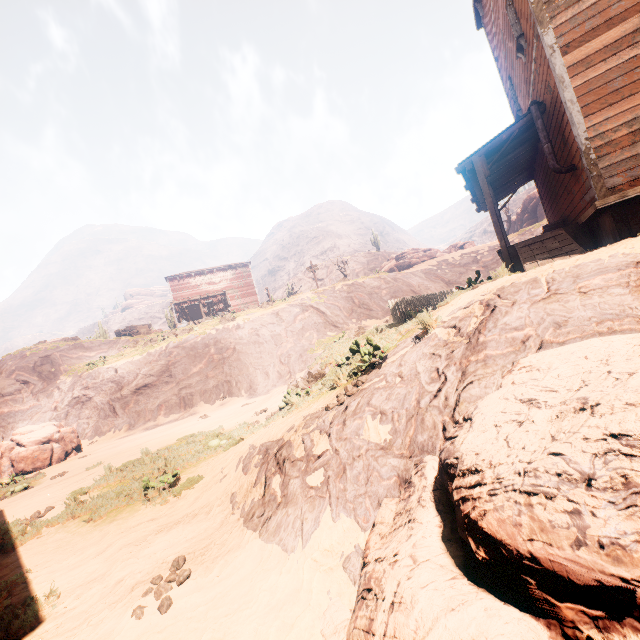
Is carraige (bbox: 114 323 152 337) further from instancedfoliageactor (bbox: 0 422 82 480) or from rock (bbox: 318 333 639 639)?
rock (bbox: 318 333 639 639)

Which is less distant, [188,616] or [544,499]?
[544,499]

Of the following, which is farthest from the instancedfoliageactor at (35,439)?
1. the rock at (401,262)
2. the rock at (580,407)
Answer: the rock at (401,262)

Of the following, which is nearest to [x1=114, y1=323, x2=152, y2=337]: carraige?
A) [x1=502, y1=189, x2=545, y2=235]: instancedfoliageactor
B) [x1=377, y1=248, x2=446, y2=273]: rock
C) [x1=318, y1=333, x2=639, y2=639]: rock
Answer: [x1=502, y1=189, x2=545, y2=235]: instancedfoliageactor

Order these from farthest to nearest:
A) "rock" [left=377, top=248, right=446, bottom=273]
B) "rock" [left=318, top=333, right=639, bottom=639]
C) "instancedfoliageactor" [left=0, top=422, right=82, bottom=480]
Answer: "rock" [left=377, top=248, right=446, bottom=273], "instancedfoliageactor" [left=0, top=422, right=82, bottom=480], "rock" [left=318, top=333, right=639, bottom=639]

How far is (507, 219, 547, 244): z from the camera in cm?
2908

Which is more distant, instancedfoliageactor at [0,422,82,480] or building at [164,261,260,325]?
building at [164,261,260,325]

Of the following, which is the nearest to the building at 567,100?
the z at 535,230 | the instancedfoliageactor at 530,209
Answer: the z at 535,230
